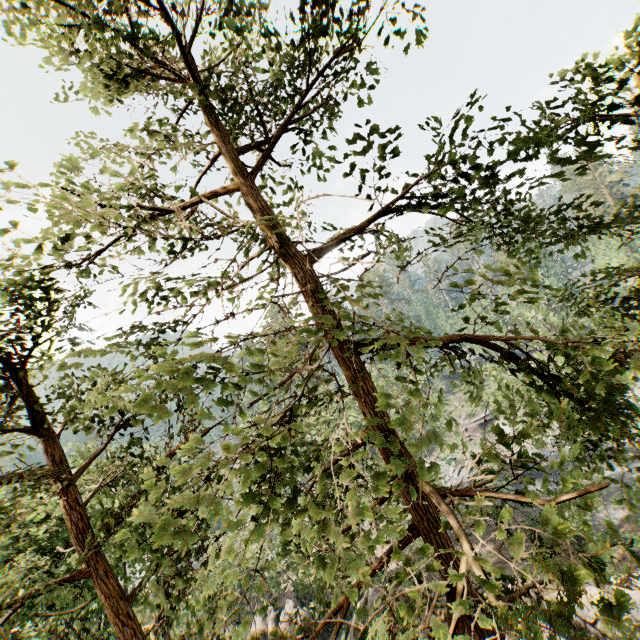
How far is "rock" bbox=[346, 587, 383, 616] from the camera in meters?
20.4 m

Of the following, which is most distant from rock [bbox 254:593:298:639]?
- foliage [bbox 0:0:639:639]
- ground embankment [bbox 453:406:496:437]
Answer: ground embankment [bbox 453:406:496:437]

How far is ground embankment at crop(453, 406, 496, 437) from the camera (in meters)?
50.44

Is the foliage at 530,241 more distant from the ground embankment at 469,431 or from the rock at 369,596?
the rock at 369,596

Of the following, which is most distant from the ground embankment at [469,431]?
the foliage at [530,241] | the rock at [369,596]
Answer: the rock at [369,596]

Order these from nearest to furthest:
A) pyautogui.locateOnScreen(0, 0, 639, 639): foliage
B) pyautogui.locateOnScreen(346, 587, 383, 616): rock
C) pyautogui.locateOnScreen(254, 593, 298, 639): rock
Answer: pyautogui.locateOnScreen(0, 0, 639, 639): foliage
pyautogui.locateOnScreen(346, 587, 383, 616): rock
pyautogui.locateOnScreen(254, 593, 298, 639): rock

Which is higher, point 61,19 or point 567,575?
point 61,19

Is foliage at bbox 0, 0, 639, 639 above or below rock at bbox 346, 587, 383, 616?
above
